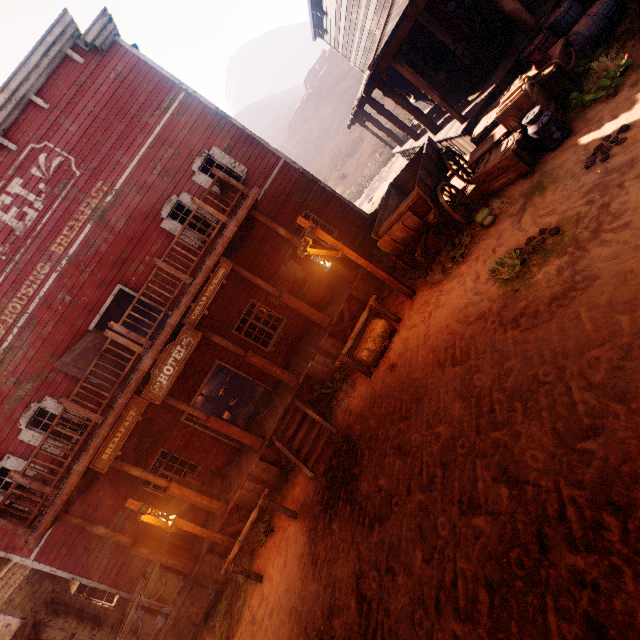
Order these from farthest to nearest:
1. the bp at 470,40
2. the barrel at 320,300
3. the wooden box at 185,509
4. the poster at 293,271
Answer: the poster at 293,271, the barrel at 320,300, the wooden box at 185,509, the bp at 470,40

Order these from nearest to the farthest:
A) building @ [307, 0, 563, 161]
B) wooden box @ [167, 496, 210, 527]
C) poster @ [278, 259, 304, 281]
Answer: building @ [307, 0, 563, 161]
wooden box @ [167, 496, 210, 527]
poster @ [278, 259, 304, 281]

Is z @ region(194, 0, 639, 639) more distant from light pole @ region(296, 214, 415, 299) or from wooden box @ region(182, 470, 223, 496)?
light pole @ region(296, 214, 415, 299)

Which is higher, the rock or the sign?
the rock

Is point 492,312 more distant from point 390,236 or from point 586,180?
point 390,236

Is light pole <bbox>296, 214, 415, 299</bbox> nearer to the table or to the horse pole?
the horse pole

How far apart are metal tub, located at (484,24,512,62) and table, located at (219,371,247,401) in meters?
16.0 m

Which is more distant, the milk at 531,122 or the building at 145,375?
the building at 145,375
